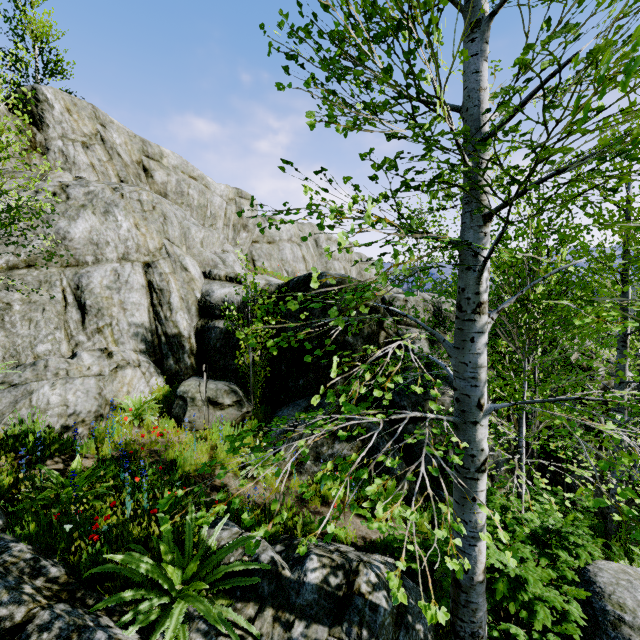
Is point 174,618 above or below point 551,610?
above

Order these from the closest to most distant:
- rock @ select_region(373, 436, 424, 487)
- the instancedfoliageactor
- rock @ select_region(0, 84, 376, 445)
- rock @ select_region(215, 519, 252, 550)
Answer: the instancedfoliageactor < rock @ select_region(215, 519, 252, 550) < rock @ select_region(0, 84, 376, 445) < rock @ select_region(373, 436, 424, 487)

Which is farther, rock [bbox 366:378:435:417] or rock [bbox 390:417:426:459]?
rock [bbox 366:378:435:417]

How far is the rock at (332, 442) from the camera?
7.04m

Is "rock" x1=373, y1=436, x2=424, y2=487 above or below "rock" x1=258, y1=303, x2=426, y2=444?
below

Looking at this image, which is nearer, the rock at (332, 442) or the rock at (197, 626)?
the rock at (197, 626)
